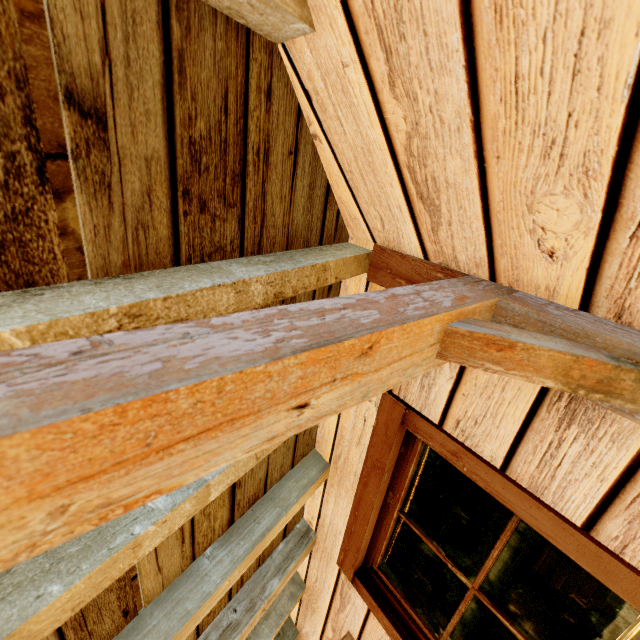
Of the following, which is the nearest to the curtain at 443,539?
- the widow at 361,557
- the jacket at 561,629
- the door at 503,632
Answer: the widow at 361,557

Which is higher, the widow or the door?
the widow

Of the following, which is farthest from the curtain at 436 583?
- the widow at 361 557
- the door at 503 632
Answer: the door at 503 632

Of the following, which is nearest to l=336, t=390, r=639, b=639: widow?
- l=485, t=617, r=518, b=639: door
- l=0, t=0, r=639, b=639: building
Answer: l=0, t=0, r=639, b=639: building

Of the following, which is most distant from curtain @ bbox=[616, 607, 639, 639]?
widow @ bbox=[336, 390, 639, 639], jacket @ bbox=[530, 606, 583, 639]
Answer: jacket @ bbox=[530, 606, 583, 639]

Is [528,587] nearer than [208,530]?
No

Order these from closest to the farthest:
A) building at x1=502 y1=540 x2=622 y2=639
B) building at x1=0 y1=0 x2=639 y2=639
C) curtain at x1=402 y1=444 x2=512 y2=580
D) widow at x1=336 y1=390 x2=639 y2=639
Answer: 1. building at x1=0 y1=0 x2=639 y2=639
2. widow at x1=336 y1=390 x2=639 y2=639
3. curtain at x1=402 y1=444 x2=512 y2=580
4. building at x1=502 y1=540 x2=622 y2=639
